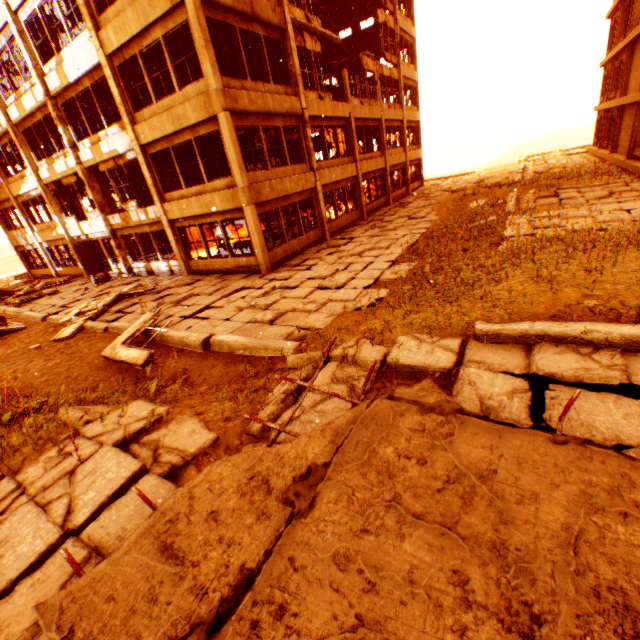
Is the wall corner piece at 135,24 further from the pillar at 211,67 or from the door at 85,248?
the door at 85,248

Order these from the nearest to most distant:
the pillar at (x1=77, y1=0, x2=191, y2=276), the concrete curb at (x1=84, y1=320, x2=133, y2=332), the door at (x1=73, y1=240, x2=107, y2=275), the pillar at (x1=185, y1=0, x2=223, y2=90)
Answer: the pillar at (x1=185, y1=0, x2=223, y2=90)
the concrete curb at (x1=84, y1=320, x2=133, y2=332)
the pillar at (x1=77, y1=0, x2=191, y2=276)
the door at (x1=73, y1=240, x2=107, y2=275)

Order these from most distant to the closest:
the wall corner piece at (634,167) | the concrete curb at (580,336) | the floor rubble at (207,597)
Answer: the wall corner piece at (634,167), the concrete curb at (580,336), the floor rubble at (207,597)

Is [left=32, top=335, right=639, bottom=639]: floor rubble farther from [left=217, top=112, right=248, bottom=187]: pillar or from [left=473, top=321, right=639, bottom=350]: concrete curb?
[left=217, top=112, right=248, bottom=187]: pillar

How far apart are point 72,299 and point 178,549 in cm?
1777

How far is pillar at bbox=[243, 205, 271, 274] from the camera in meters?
12.1

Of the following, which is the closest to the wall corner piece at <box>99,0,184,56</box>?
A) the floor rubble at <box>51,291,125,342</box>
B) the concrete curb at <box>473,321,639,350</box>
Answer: the floor rubble at <box>51,291,125,342</box>

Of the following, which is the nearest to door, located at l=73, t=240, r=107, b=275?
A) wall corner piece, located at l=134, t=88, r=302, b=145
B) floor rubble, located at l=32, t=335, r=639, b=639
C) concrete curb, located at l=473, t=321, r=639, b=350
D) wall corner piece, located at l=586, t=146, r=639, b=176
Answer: wall corner piece, located at l=134, t=88, r=302, b=145
